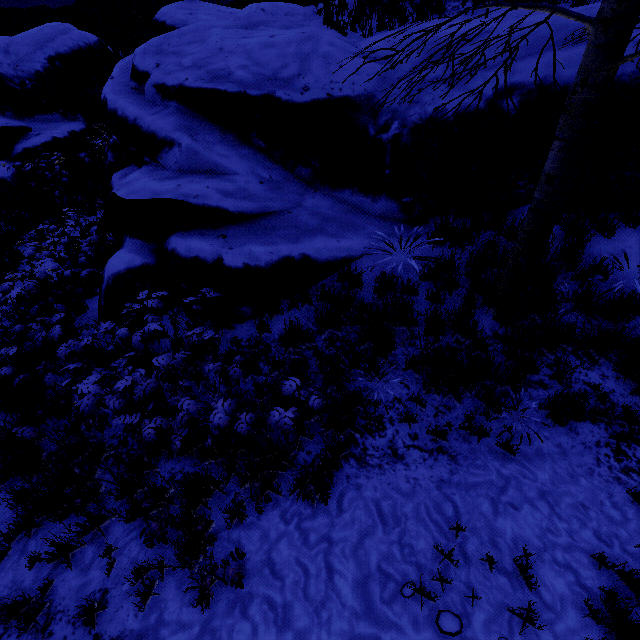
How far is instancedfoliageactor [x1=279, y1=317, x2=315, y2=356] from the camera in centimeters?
442cm

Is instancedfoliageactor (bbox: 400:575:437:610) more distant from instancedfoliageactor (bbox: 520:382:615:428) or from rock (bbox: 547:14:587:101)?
rock (bbox: 547:14:587:101)

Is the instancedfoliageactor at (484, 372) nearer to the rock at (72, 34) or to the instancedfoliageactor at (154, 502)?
the rock at (72, 34)

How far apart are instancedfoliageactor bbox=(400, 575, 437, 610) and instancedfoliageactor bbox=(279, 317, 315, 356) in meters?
2.8

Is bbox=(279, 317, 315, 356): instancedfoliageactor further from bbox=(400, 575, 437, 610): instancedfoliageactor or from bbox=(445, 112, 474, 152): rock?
bbox=(400, 575, 437, 610): instancedfoliageactor

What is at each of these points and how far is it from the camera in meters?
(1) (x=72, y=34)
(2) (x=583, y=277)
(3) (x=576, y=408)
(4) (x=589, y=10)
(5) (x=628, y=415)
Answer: (1) rock, 14.1
(2) instancedfoliageactor, 4.5
(3) instancedfoliageactor, 3.7
(4) rock, 4.7
(5) instancedfoliageactor, 3.7

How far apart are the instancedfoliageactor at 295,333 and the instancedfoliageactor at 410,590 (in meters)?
2.80

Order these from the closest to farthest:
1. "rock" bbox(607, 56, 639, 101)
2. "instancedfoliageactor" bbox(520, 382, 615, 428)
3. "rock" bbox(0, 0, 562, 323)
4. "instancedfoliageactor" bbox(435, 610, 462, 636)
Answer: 1. "instancedfoliageactor" bbox(435, 610, 462, 636)
2. "instancedfoliageactor" bbox(520, 382, 615, 428)
3. "rock" bbox(607, 56, 639, 101)
4. "rock" bbox(0, 0, 562, 323)
